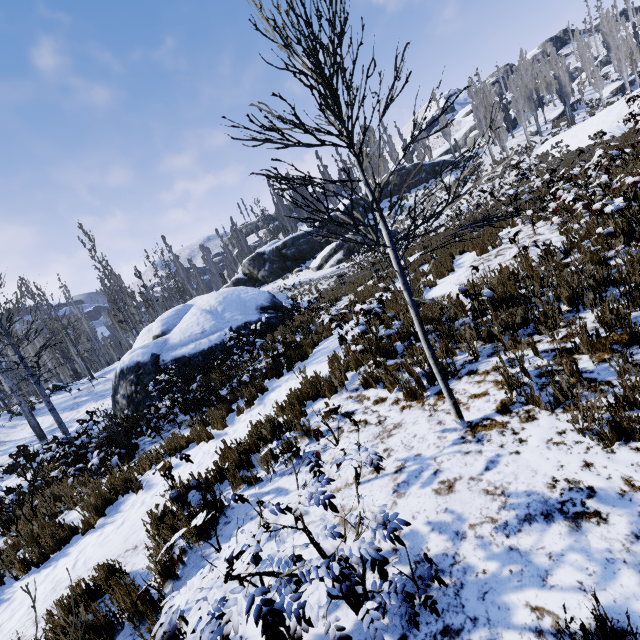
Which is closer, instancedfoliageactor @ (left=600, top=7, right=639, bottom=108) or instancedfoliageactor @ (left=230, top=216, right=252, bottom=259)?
instancedfoliageactor @ (left=600, top=7, right=639, bottom=108)

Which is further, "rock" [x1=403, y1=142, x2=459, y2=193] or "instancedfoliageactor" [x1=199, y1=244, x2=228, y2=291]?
"instancedfoliageactor" [x1=199, y1=244, x2=228, y2=291]

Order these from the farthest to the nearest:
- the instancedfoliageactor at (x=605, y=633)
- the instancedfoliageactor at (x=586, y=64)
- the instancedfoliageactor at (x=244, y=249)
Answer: the instancedfoliageactor at (x=244, y=249) → the instancedfoliageactor at (x=586, y=64) → the instancedfoliageactor at (x=605, y=633)

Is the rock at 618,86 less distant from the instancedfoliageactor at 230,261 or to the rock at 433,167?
the instancedfoliageactor at 230,261

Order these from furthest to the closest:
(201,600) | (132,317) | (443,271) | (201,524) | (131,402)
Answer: (132,317)
(131,402)
(443,271)
(201,524)
(201,600)

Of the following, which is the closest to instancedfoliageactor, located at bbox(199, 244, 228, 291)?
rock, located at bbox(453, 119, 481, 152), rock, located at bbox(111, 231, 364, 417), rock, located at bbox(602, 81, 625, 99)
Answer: rock, located at bbox(602, 81, 625, 99)

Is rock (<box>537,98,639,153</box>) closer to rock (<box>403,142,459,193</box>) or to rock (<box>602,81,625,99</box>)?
rock (<box>602,81,625,99</box>)
